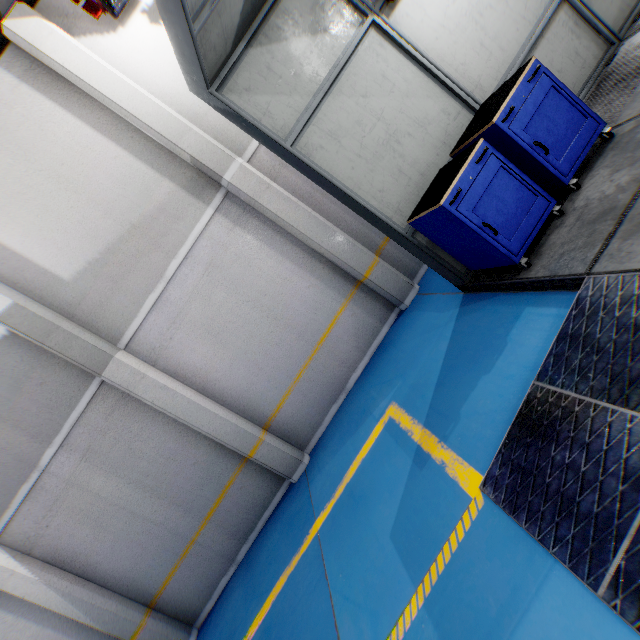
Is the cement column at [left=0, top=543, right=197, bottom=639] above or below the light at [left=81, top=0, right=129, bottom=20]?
below

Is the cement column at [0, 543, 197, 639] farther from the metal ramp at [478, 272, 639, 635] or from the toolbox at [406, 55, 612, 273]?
the toolbox at [406, 55, 612, 273]

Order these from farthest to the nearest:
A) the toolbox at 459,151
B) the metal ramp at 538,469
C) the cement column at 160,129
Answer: the cement column at 160,129 → the toolbox at 459,151 → the metal ramp at 538,469

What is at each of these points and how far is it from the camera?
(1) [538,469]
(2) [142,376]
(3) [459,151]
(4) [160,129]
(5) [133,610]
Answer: (1) metal ramp, 2.3 meters
(2) cement column, 5.6 meters
(3) toolbox, 3.8 meters
(4) cement column, 5.4 meters
(5) cement column, 5.9 meters

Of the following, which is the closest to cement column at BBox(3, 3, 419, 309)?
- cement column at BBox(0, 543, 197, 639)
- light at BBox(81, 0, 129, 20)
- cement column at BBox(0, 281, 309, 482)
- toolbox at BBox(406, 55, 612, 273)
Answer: light at BBox(81, 0, 129, 20)

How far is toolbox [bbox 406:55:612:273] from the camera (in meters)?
3.24

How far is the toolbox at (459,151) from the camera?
3.24m

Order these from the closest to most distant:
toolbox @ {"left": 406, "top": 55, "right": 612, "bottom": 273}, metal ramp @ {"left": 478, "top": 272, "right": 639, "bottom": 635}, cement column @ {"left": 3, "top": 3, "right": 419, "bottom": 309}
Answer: metal ramp @ {"left": 478, "top": 272, "right": 639, "bottom": 635}, toolbox @ {"left": 406, "top": 55, "right": 612, "bottom": 273}, cement column @ {"left": 3, "top": 3, "right": 419, "bottom": 309}
